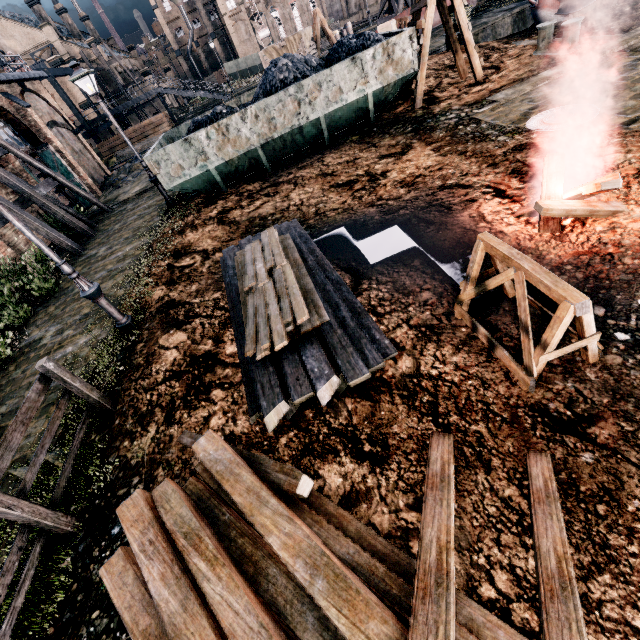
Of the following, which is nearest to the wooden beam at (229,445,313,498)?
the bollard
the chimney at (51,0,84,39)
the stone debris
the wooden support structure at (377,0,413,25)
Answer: the bollard

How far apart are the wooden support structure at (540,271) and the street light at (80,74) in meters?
14.6 m

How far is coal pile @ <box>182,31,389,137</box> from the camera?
11.9m

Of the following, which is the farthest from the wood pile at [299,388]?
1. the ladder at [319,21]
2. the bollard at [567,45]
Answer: the ladder at [319,21]

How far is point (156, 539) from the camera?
3.0 meters

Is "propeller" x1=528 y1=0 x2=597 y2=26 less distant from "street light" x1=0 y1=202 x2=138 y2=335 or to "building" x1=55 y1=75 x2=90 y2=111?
"street light" x1=0 y1=202 x2=138 y2=335

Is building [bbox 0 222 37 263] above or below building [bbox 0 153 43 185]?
below

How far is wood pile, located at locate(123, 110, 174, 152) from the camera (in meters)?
36.19
